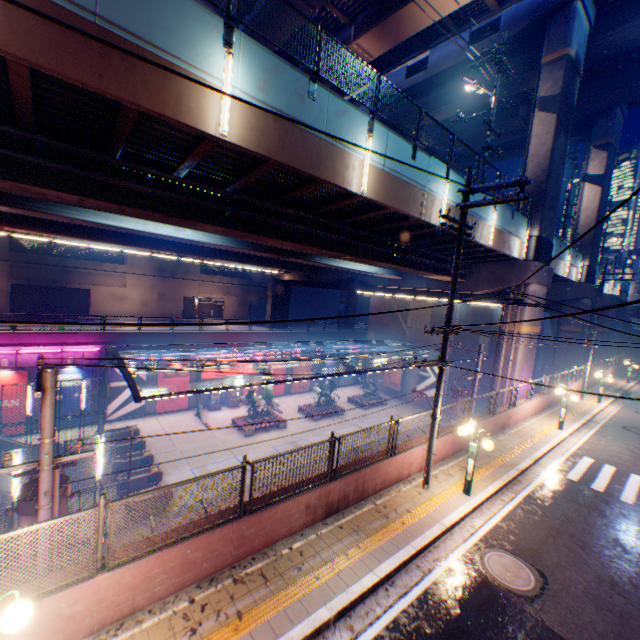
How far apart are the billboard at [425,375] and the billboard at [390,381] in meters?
2.0 m

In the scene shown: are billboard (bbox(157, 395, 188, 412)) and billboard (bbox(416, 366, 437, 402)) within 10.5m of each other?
no

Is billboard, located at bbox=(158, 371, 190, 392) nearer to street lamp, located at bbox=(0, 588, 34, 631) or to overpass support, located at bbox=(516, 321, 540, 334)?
overpass support, located at bbox=(516, 321, 540, 334)

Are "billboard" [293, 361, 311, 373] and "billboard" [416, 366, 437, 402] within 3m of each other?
no

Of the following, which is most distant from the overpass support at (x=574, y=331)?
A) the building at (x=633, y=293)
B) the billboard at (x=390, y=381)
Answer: the billboard at (x=390, y=381)

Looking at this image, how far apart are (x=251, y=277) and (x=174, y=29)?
48.11m

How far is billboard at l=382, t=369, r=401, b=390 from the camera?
38.4 meters

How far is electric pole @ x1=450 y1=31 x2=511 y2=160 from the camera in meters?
16.6
